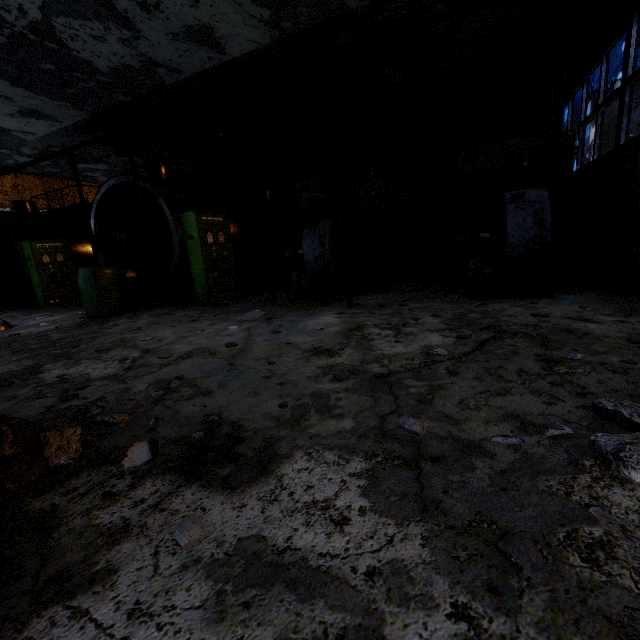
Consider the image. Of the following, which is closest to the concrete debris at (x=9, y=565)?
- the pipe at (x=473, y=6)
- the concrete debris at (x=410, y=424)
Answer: the concrete debris at (x=410, y=424)

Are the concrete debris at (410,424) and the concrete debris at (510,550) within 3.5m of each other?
yes

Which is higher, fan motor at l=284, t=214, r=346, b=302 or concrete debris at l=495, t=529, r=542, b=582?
fan motor at l=284, t=214, r=346, b=302

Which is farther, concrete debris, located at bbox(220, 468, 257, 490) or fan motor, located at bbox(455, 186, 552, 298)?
fan motor, located at bbox(455, 186, 552, 298)

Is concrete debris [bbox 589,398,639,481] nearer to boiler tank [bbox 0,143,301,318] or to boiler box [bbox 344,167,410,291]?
boiler box [bbox 344,167,410,291]

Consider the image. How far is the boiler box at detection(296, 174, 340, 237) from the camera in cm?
811

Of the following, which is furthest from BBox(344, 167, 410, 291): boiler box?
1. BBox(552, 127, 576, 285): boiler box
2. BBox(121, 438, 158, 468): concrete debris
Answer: BBox(121, 438, 158, 468): concrete debris

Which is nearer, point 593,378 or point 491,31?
point 593,378
